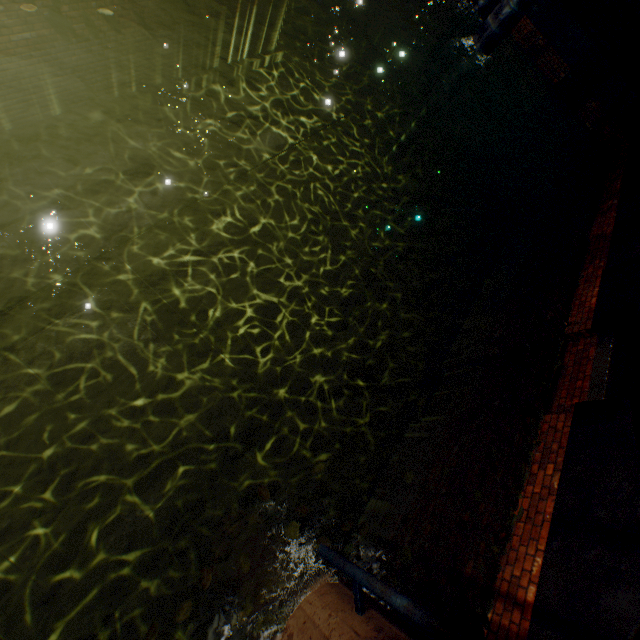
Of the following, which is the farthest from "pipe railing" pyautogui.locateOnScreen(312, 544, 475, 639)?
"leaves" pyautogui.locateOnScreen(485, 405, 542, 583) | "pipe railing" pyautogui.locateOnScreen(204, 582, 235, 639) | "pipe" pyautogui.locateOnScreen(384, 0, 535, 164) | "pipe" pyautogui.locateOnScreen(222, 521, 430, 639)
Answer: "pipe" pyautogui.locateOnScreen(384, 0, 535, 164)

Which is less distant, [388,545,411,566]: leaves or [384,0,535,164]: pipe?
[388,545,411,566]: leaves

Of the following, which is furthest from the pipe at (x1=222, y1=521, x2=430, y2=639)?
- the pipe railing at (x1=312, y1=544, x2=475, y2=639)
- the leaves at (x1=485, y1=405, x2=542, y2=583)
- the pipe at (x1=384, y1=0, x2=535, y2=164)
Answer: the pipe at (x1=384, y1=0, x2=535, y2=164)

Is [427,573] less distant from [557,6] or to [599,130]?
[599,130]

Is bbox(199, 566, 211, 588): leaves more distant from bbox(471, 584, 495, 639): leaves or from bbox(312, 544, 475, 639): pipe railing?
bbox(471, 584, 495, 639): leaves

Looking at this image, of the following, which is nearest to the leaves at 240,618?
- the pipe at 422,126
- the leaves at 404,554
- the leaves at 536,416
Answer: the leaves at 404,554

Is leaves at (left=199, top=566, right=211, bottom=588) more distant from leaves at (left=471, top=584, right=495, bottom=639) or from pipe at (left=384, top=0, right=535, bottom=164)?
pipe at (left=384, top=0, right=535, bottom=164)

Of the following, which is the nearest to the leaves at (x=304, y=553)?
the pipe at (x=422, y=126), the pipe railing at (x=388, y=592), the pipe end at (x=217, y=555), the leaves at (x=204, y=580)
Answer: the pipe railing at (x=388, y=592)
